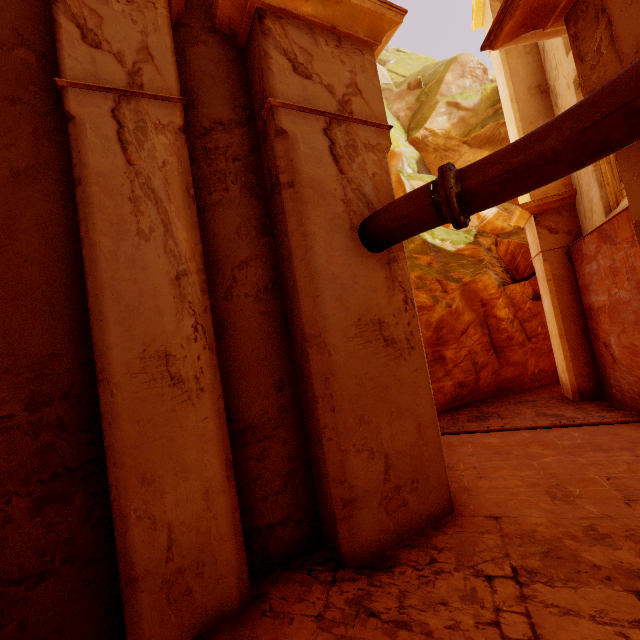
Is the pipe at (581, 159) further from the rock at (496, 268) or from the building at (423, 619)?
the rock at (496, 268)

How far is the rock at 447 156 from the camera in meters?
16.1

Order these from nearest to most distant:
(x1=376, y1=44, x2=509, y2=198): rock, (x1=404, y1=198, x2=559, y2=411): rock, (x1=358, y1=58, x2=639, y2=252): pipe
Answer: (x1=358, y1=58, x2=639, y2=252): pipe, (x1=404, y1=198, x2=559, y2=411): rock, (x1=376, y1=44, x2=509, y2=198): rock

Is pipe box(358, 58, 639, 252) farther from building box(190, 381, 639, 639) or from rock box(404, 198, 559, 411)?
rock box(404, 198, 559, 411)

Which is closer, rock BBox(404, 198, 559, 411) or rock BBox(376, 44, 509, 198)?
rock BBox(404, 198, 559, 411)

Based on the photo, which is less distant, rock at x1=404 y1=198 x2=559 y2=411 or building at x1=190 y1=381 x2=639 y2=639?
building at x1=190 y1=381 x2=639 y2=639

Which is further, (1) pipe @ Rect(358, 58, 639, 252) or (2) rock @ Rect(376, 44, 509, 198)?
(2) rock @ Rect(376, 44, 509, 198)

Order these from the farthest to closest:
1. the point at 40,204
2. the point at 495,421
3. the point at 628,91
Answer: the point at 495,421
the point at 40,204
the point at 628,91
